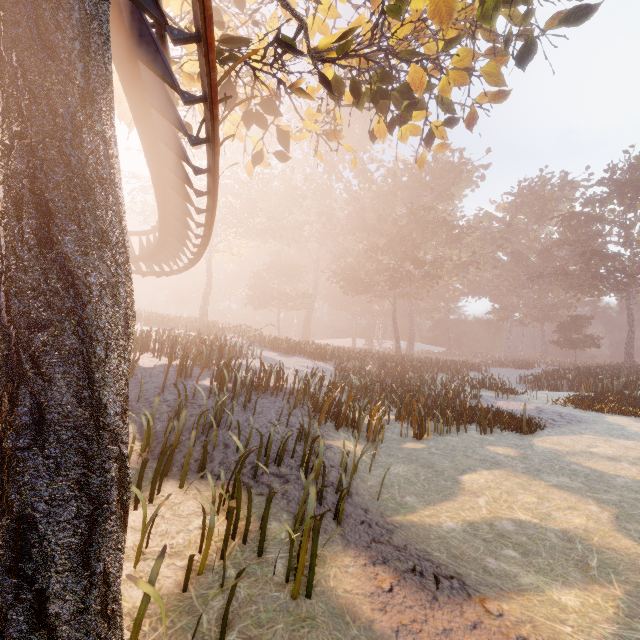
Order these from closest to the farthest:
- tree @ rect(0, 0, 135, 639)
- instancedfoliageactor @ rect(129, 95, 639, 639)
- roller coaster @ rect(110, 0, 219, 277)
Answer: tree @ rect(0, 0, 135, 639) → roller coaster @ rect(110, 0, 219, 277) → instancedfoliageactor @ rect(129, 95, 639, 639)

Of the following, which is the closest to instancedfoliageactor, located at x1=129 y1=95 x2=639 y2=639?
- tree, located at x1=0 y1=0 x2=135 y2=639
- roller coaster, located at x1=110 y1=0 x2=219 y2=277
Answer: tree, located at x1=0 y1=0 x2=135 y2=639

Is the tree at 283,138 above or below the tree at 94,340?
above

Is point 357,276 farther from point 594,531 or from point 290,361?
point 594,531

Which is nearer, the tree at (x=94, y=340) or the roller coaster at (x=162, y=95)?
the tree at (x=94, y=340)

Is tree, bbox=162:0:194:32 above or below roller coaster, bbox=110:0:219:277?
above

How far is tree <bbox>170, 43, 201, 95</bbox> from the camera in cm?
645
